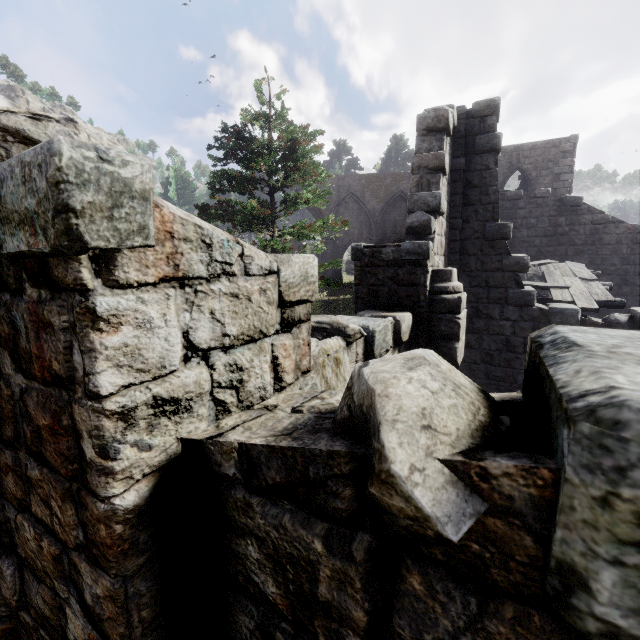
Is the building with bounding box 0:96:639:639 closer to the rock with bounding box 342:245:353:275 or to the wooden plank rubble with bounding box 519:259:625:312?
the wooden plank rubble with bounding box 519:259:625:312

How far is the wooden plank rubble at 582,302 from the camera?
9.06m

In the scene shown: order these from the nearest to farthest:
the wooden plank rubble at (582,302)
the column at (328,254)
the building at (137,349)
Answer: the building at (137,349)
the wooden plank rubble at (582,302)
the column at (328,254)

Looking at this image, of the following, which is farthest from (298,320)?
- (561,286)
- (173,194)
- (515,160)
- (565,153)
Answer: (173,194)

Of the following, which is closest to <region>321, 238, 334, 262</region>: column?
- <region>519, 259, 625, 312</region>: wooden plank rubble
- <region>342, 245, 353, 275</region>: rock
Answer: <region>342, 245, 353, 275</region>: rock

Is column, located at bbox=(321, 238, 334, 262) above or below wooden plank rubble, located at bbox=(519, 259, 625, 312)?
above

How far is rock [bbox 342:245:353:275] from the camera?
38.88m
